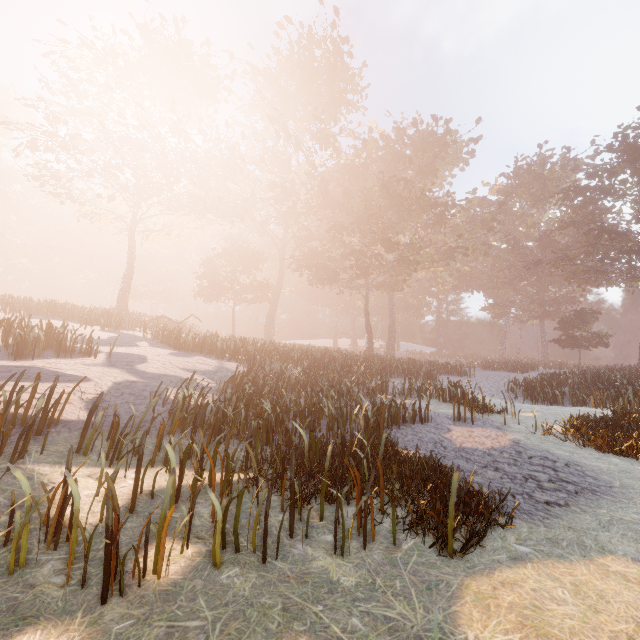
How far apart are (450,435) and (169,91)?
33.90m
